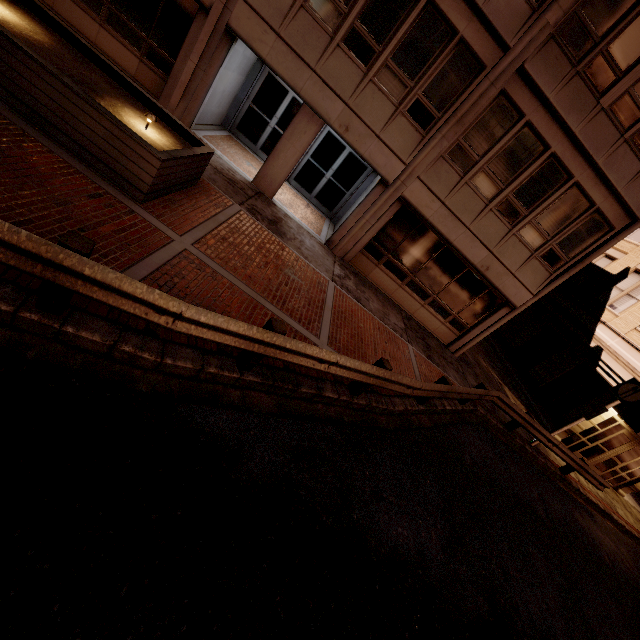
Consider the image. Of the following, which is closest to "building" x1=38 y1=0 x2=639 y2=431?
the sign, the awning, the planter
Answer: the awning

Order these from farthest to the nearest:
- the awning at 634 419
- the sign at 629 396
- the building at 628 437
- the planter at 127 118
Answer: the building at 628 437 → the awning at 634 419 → the sign at 629 396 → the planter at 127 118

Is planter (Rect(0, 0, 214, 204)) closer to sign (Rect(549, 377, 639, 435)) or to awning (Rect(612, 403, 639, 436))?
sign (Rect(549, 377, 639, 435))

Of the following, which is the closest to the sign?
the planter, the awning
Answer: the awning

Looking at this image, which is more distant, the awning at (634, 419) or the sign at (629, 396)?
the awning at (634, 419)

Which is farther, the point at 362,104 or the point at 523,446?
the point at 523,446
